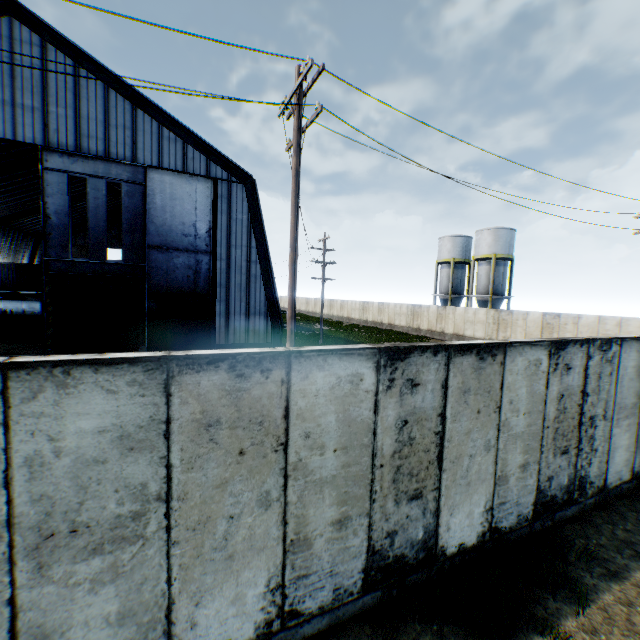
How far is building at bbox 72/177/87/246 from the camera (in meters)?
37.16

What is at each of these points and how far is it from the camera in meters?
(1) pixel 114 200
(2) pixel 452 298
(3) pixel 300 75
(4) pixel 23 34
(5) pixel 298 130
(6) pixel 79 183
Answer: (1) building, 47.6 m
(2) vertical tank, 41.8 m
(3) street light, 7.4 m
(4) building, 15.3 m
(5) street light, 7.9 m
(6) building, 37.0 m

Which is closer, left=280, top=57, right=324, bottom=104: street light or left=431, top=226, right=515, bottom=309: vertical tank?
left=280, top=57, right=324, bottom=104: street light

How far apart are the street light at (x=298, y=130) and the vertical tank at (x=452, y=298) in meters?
33.3

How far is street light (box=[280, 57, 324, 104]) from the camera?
6.98m

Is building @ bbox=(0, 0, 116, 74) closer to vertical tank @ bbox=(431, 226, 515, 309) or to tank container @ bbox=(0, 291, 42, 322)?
tank container @ bbox=(0, 291, 42, 322)

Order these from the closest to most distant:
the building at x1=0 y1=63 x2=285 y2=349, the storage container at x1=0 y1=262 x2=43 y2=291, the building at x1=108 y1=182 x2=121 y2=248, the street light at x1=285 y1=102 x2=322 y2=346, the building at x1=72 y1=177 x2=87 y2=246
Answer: the street light at x1=285 y1=102 x2=322 y2=346 → the building at x1=0 y1=63 x2=285 y2=349 → the storage container at x1=0 y1=262 x2=43 y2=291 → the building at x1=72 y1=177 x2=87 y2=246 → the building at x1=108 y1=182 x2=121 y2=248

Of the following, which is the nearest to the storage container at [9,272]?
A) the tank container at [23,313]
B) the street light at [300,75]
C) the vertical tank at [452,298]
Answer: the tank container at [23,313]
